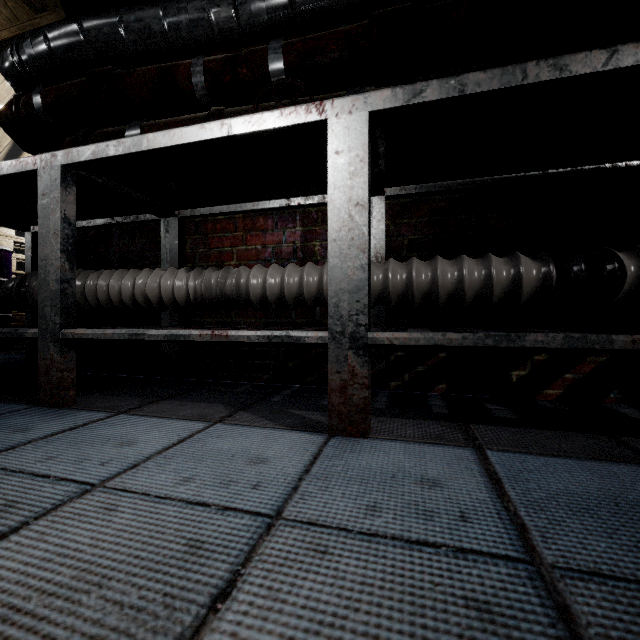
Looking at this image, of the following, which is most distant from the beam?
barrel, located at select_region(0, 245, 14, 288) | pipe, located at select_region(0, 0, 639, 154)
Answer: barrel, located at select_region(0, 245, 14, 288)

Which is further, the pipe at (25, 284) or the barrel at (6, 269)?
the barrel at (6, 269)

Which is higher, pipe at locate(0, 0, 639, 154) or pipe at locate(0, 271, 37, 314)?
pipe at locate(0, 0, 639, 154)

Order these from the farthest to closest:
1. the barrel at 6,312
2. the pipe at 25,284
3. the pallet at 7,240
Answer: the pallet at 7,240 < the barrel at 6,312 < the pipe at 25,284

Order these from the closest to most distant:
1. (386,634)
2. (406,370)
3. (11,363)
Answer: (386,634) → (406,370) → (11,363)

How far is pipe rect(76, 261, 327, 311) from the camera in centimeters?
122cm

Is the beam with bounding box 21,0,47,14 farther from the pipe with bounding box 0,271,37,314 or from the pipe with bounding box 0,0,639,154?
the pipe with bounding box 0,271,37,314

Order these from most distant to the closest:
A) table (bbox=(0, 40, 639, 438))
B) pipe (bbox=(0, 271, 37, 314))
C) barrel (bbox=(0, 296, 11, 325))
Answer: barrel (bbox=(0, 296, 11, 325)), pipe (bbox=(0, 271, 37, 314)), table (bbox=(0, 40, 639, 438))
